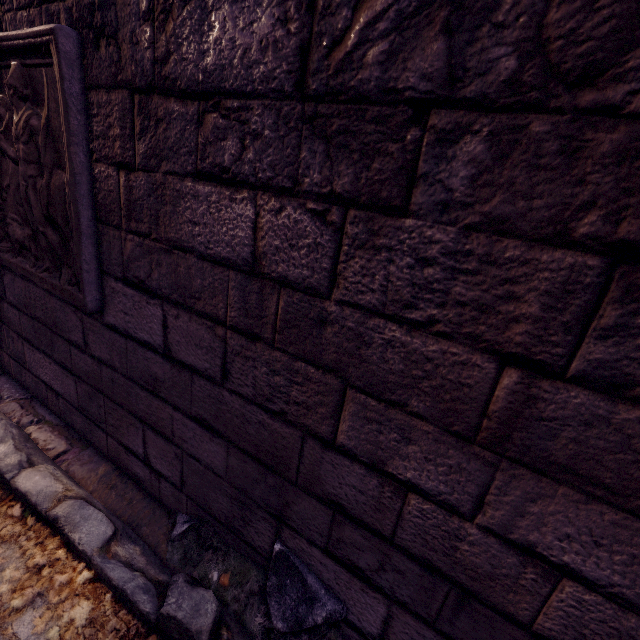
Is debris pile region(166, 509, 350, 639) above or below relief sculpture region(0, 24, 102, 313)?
below

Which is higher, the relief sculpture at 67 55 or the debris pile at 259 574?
the relief sculpture at 67 55

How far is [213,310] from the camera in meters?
1.2 m
